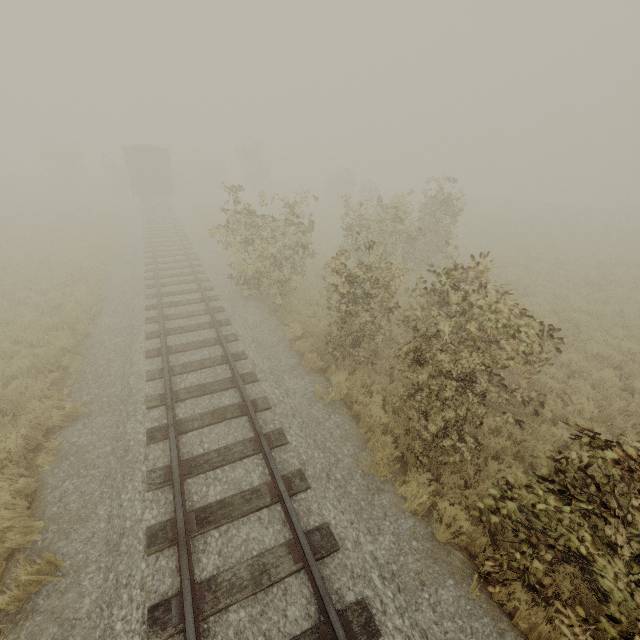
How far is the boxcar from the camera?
25.88m

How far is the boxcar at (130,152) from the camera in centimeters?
2588cm

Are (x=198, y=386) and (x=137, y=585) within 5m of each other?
yes
